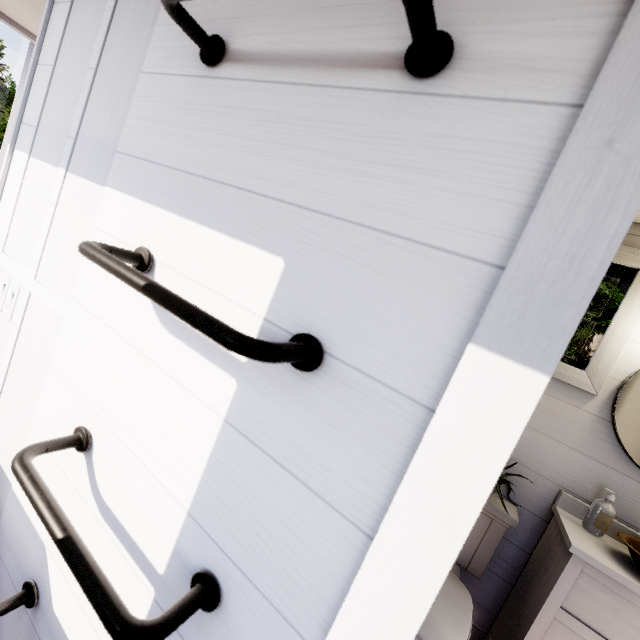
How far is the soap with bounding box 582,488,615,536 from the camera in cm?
156

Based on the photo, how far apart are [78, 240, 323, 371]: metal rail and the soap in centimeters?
196cm

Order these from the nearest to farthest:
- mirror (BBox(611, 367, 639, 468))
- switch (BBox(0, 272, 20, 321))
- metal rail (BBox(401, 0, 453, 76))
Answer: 1. metal rail (BBox(401, 0, 453, 76))
2. switch (BBox(0, 272, 20, 321))
3. mirror (BBox(611, 367, 639, 468))

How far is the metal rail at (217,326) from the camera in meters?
0.4 m

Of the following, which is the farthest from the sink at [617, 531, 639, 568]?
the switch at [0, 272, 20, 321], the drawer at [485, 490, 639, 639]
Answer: the switch at [0, 272, 20, 321]

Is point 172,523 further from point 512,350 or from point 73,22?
point 73,22

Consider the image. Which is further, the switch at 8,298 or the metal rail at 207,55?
the switch at 8,298

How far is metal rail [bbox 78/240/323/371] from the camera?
0.44m
